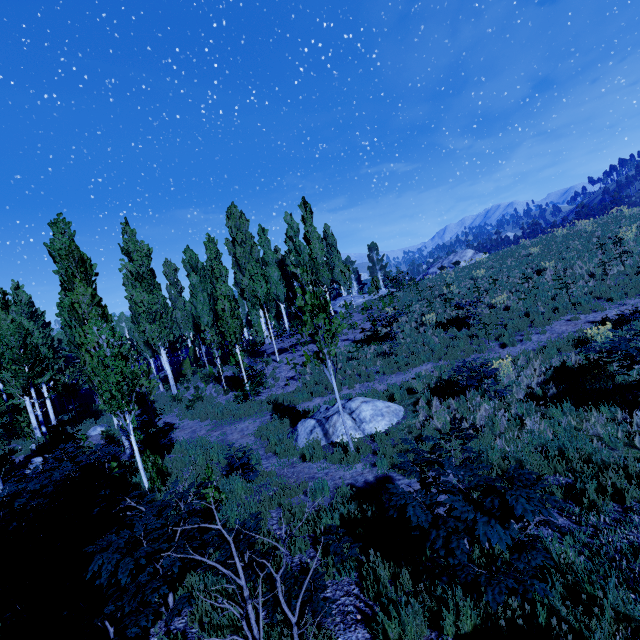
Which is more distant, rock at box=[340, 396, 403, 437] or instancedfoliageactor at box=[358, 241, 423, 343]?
instancedfoliageactor at box=[358, 241, 423, 343]

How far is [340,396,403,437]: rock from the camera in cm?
926

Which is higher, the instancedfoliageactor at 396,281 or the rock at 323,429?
the instancedfoliageactor at 396,281

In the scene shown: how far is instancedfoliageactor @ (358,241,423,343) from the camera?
16.9m

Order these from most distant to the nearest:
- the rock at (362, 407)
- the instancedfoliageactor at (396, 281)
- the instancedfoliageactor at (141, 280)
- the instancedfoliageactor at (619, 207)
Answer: the instancedfoliageactor at (619, 207) < the instancedfoliageactor at (396, 281) < the rock at (362, 407) < the instancedfoliageactor at (141, 280)

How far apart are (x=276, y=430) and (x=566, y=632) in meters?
9.2 m

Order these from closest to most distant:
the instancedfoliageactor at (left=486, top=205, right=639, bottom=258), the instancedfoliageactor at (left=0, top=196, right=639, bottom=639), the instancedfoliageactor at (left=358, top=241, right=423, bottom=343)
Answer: the instancedfoliageactor at (left=0, top=196, right=639, bottom=639), the instancedfoliageactor at (left=358, top=241, right=423, bottom=343), the instancedfoliageactor at (left=486, top=205, right=639, bottom=258)
